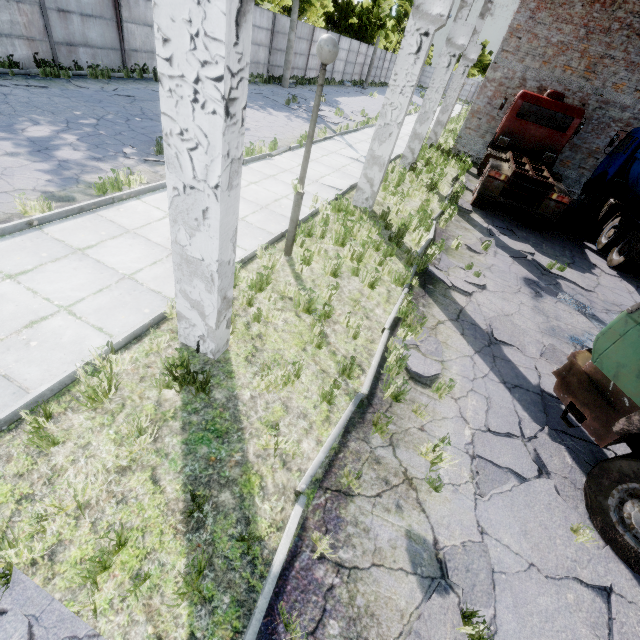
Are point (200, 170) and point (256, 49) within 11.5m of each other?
no

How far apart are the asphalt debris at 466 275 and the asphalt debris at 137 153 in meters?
7.3

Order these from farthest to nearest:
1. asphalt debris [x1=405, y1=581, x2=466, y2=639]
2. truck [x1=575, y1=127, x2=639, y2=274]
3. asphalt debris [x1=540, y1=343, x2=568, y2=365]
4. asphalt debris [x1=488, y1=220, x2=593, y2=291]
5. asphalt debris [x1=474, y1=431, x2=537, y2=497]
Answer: truck [x1=575, y1=127, x2=639, y2=274], asphalt debris [x1=488, y1=220, x2=593, y2=291], asphalt debris [x1=540, y1=343, x2=568, y2=365], asphalt debris [x1=474, y1=431, x2=537, y2=497], asphalt debris [x1=405, y1=581, x2=466, y2=639]

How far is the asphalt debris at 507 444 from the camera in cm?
385

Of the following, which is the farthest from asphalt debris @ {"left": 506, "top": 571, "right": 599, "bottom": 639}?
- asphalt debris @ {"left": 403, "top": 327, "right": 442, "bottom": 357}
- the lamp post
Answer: the lamp post

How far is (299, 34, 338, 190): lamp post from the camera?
4.3 meters

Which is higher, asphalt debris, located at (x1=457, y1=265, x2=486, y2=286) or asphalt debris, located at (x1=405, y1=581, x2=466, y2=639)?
asphalt debris, located at (x1=457, y1=265, x2=486, y2=286)

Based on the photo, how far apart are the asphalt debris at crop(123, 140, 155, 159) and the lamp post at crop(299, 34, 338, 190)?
4.9m
